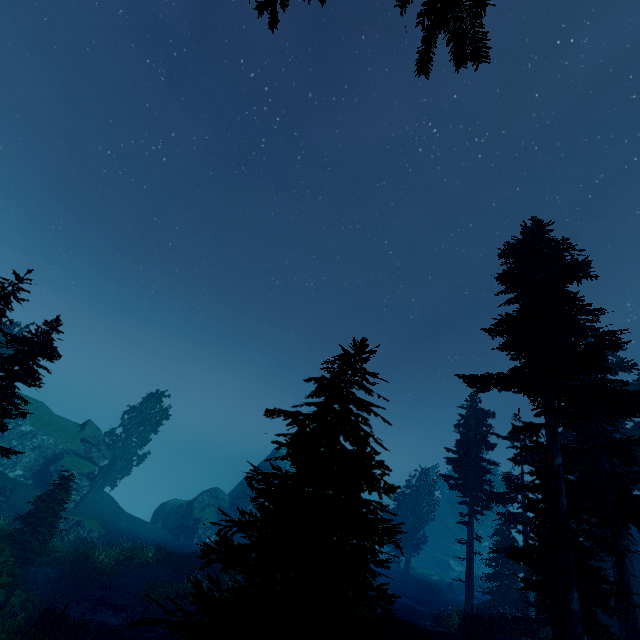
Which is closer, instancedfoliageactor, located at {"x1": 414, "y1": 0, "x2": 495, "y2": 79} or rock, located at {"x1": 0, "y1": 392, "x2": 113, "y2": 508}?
instancedfoliageactor, located at {"x1": 414, "y1": 0, "x2": 495, "y2": 79}

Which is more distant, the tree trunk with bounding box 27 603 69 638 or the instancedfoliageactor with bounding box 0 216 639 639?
the tree trunk with bounding box 27 603 69 638

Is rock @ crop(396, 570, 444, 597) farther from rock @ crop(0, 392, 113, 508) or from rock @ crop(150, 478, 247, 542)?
rock @ crop(0, 392, 113, 508)

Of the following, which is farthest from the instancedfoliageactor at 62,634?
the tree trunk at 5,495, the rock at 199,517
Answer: the tree trunk at 5,495

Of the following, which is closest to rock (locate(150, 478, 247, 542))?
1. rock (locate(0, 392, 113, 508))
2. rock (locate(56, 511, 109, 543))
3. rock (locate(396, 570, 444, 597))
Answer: rock (locate(0, 392, 113, 508))

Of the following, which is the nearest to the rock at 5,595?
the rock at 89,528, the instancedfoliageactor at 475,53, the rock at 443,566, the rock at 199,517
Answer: the instancedfoliageactor at 475,53

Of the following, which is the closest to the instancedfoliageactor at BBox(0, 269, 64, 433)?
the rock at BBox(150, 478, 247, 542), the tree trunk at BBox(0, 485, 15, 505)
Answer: the rock at BBox(150, 478, 247, 542)

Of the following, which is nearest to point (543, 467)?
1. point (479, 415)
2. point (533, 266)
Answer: point (533, 266)
